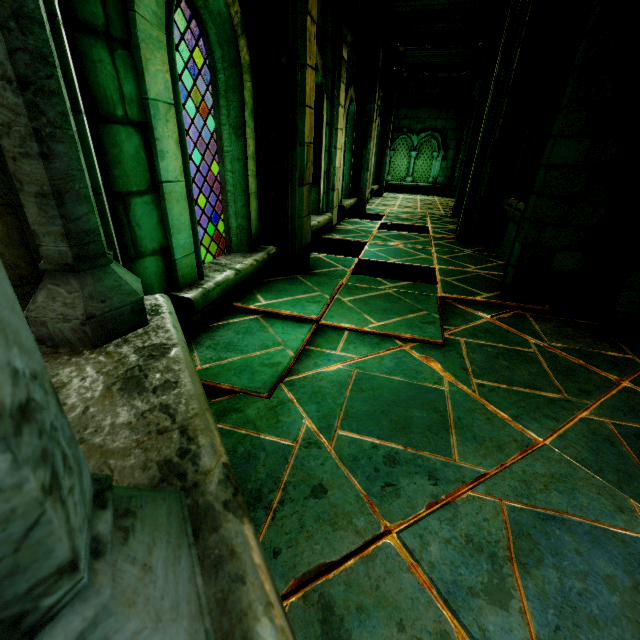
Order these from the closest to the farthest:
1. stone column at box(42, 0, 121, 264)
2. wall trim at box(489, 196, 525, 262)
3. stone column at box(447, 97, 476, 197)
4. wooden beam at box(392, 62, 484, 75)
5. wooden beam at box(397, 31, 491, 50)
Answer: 1. stone column at box(42, 0, 121, 264)
2. wall trim at box(489, 196, 525, 262)
3. wooden beam at box(397, 31, 491, 50)
4. wooden beam at box(392, 62, 484, 75)
5. stone column at box(447, 97, 476, 197)

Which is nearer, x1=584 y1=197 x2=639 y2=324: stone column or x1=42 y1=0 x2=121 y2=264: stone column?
x1=42 y1=0 x2=121 y2=264: stone column

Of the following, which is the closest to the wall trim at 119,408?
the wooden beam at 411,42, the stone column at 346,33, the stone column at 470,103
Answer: the stone column at 346,33

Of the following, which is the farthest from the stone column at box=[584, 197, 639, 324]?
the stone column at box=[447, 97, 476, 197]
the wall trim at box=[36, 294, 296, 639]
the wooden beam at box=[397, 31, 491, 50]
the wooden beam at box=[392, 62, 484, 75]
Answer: the stone column at box=[447, 97, 476, 197]

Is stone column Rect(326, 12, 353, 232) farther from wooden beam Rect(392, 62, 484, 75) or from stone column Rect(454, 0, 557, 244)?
wooden beam Rect(392, 62, 484, 75)

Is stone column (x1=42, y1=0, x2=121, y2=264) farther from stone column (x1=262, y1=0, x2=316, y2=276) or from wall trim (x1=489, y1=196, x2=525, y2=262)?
wall trim (x1=489, y1=196, x2=525, y2=262)

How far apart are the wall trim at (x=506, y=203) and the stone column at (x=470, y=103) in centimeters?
847cm

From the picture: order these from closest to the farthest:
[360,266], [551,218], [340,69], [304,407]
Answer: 1. [304,407]
2. [551,218]
3. [360,266]
4. [340,69]
